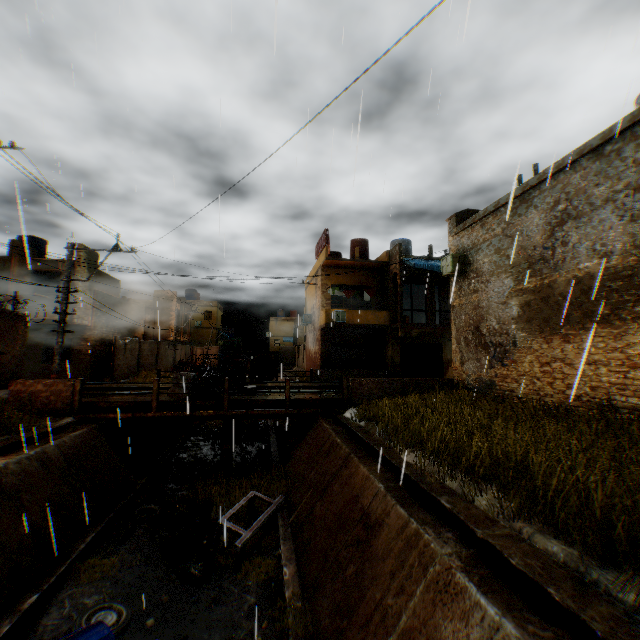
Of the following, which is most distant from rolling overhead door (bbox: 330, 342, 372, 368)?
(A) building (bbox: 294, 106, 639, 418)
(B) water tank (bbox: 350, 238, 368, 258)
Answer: (B) water tank (bbox: 350, 238, 368, 258)

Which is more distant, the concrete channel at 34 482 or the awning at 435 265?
the awning at 435 265

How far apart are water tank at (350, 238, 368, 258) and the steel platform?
19.8m

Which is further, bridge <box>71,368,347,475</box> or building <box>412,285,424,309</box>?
building <box>412,285,424,309</box>

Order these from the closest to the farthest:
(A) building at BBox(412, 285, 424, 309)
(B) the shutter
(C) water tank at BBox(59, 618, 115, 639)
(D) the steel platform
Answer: (C) water tank at BBox(59, 618, 115, 639)
(D) the steel platform
(B) the shutter
(A) building at BBox(412, 285, 424, 309)

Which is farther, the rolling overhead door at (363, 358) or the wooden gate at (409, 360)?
the rolling overhead door at (363, 358)

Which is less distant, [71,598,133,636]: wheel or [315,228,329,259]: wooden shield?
[71,598,133,636]: wheel

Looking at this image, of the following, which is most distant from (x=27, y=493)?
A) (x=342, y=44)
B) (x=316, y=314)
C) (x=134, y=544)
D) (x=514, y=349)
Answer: (x=316, y=314)
